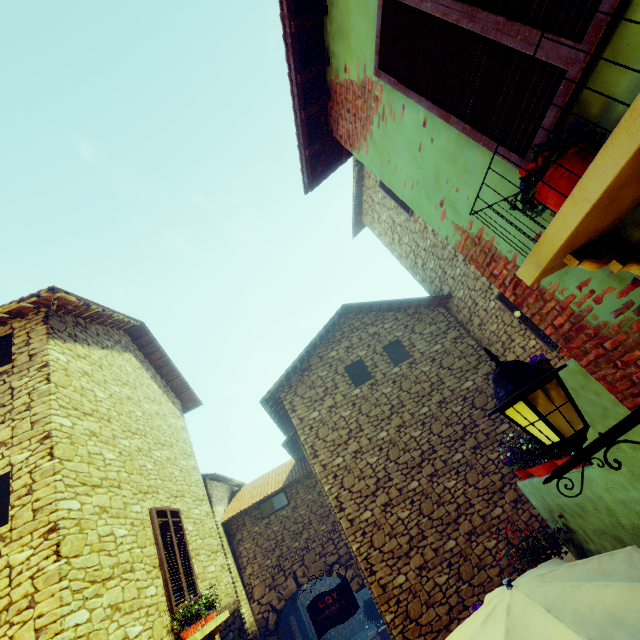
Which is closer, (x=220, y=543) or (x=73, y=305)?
(x=73, y=305)

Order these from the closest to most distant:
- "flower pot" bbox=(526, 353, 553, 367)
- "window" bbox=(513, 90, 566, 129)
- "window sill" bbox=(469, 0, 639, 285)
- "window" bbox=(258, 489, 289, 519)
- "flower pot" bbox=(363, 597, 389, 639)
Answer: "window sill" bbox=(469, 0, 639, 285) < "window" bbox=(513, 90, 566, 129) < "flower pot" bbox=(526, 353, 553, 367) < "window" bbox=(258, 489, 289, 519) < "flower pot" bbox=(363, 597, 389, 639)

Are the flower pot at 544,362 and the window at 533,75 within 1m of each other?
no

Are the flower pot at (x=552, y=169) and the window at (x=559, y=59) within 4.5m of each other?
yes

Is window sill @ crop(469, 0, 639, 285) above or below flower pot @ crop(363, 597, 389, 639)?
above

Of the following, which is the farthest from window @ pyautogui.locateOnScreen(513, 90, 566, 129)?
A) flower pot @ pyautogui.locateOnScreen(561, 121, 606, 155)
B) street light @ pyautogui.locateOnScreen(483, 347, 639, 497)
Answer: street light @ pyautogui.locateOnScreen(483, 347, 639, 497)

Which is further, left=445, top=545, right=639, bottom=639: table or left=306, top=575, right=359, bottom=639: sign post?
left=306, top=575, right=359, bottom=639: sign post

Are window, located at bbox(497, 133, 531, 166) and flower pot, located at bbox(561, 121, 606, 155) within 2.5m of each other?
yes
